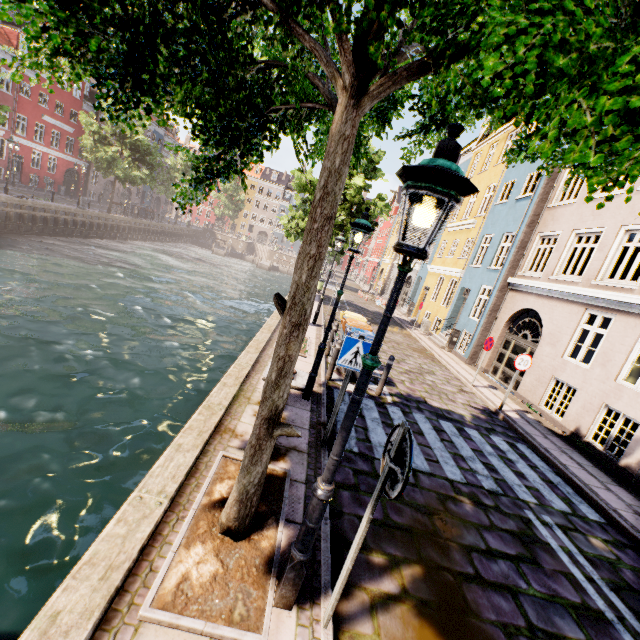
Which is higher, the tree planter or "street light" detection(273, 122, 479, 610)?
"street light" detection(273, 122, 479, 610)

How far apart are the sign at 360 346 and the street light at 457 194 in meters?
1.6

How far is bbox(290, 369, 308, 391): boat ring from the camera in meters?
7.0

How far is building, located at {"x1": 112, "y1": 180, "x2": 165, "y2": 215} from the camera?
46.1m

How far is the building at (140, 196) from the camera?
46.12m

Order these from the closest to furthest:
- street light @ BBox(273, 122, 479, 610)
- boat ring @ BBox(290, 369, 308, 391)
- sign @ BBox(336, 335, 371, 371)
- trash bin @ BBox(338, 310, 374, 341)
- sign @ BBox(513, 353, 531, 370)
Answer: street light @ BBox(273, 122, 479, 610), sign @ BBox(336, 335, 371, 371), boat ring @ BBox(290, 369, 308, 391), trash bin @ BBox(338, 310, 374, 341), sign @ BBox(513, 353, 531, 370)

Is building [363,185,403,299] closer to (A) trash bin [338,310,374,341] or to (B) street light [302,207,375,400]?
(B) street light [302,207,375,400]

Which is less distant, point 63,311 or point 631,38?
point 631,38
